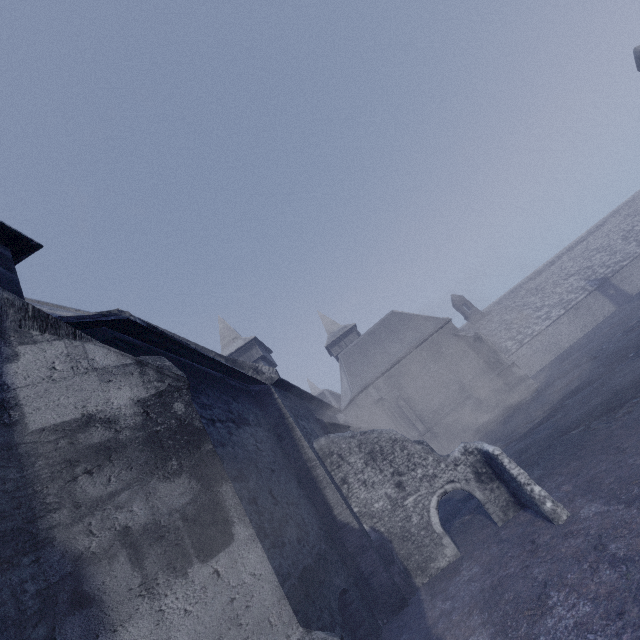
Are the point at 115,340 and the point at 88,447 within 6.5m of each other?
yes
